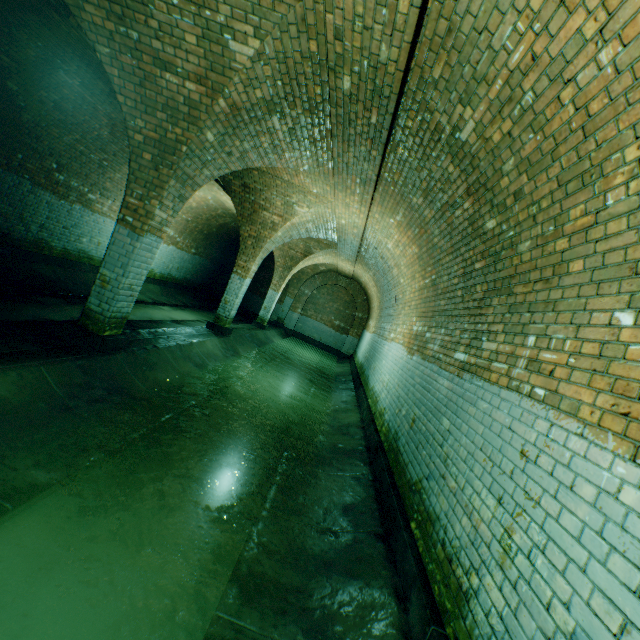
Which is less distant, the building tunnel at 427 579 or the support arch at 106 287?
the building tunnel at 427 579

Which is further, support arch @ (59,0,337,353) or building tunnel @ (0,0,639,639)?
support arch @ (59,0,337,353)

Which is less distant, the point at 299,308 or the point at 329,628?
the point at 329,628
